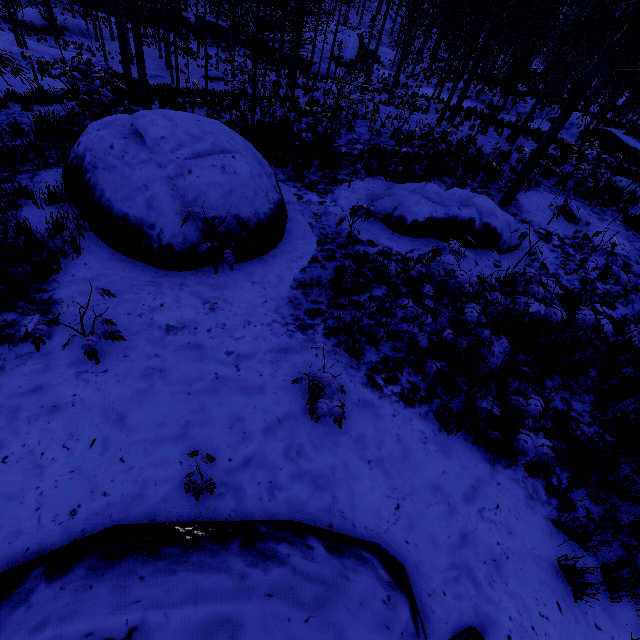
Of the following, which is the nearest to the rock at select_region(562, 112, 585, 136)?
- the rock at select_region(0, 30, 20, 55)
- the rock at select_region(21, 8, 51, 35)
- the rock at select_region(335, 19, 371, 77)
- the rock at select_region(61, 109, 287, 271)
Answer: the rock at select_region(335, 19, 371, 77)

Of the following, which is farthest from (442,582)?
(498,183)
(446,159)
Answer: (446,159)

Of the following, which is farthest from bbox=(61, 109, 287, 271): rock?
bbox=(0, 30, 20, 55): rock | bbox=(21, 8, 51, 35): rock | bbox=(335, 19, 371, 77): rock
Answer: bbox=(21, 8, 51, 35): rock

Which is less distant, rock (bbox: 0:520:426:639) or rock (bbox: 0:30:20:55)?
rock (bbox: 0:520:426:639)

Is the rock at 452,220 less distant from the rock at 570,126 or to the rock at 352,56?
the rock at 570,126

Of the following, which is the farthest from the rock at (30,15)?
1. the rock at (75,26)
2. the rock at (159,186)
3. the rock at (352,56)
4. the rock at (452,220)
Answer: the rock at (452,220)

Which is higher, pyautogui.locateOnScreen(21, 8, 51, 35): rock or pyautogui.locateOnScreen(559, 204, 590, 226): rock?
pyautogui.locateOnScreen(559, 204, 590, 226): rock

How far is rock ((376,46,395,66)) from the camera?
39.8 meters
